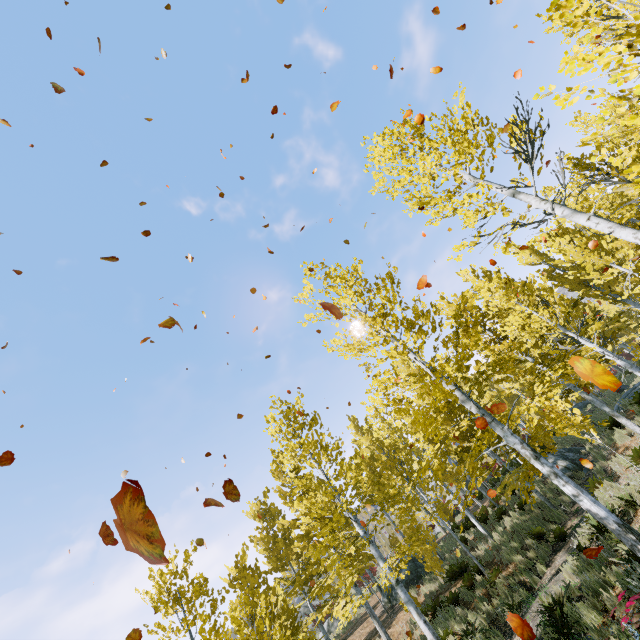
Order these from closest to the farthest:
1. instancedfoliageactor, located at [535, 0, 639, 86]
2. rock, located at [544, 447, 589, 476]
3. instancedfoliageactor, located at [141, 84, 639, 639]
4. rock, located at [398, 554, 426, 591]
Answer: instancedfoliageactor, located at [535, 0, 639, 86] → instancedfoliageactor, located at [141, 84, 639, 639] → rock, located at [544, 447, 589, 476] → rock, located at [398, 554, 426, 591]

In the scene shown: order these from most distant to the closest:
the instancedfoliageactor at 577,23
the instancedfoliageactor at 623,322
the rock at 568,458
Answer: the rock at 568,458 < the instancedfoliageactor at 623,322 < the instancedfoliageactor at 577,23

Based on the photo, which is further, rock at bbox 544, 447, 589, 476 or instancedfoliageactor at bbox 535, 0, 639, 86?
rock at bbox 544, 447, 589, 476

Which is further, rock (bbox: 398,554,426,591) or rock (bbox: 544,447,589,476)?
rock (bbox: 398,554,426,591)

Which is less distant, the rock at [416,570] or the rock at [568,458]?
the rock at [568,458]

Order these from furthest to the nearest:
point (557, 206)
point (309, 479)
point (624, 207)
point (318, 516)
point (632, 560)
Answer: point (309, 479) < point (318, 516) < point (624, 207) < point (557, 206) < point (632, 560)

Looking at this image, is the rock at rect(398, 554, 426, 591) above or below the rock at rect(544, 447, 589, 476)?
above
